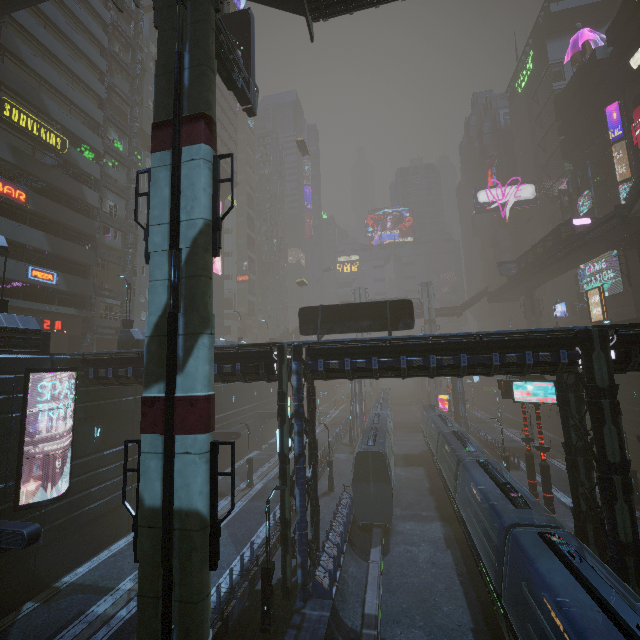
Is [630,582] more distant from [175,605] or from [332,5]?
[332,5]

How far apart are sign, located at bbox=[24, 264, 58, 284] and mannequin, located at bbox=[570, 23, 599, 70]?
79.17m

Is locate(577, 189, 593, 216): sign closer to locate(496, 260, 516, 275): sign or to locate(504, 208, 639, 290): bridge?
locate(504, 208, 639, 290): bridge

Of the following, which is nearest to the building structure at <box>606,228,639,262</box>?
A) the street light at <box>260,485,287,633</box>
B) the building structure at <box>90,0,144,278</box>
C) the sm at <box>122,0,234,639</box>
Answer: the street light at <box>260,485,287,633</box>

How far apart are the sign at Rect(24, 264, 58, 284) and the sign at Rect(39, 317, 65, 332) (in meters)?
3.66

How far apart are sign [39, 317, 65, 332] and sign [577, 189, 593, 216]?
68.4m

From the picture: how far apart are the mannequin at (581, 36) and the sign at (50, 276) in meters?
79.2 m

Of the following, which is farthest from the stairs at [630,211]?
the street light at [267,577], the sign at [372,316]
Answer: the street light at [267,577]
